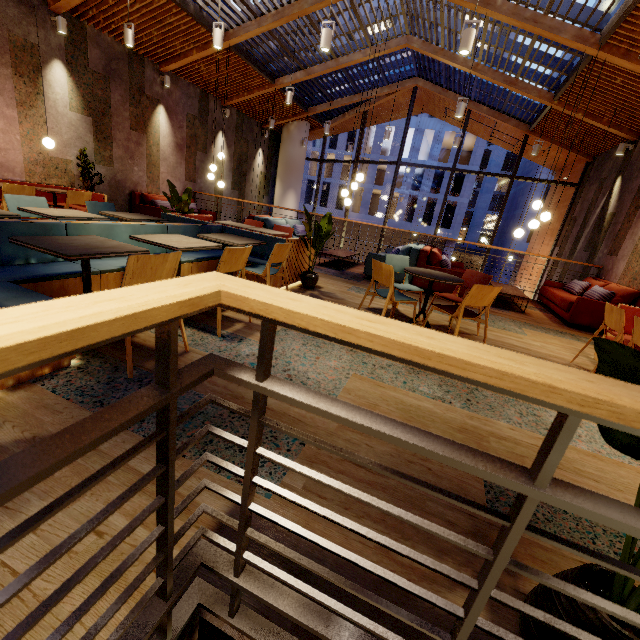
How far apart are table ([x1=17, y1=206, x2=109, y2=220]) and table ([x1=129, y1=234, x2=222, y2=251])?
1.1 meters

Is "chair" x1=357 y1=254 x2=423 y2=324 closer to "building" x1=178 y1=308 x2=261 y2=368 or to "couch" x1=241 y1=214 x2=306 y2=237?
"building" x1=178 y1=308 x2=261 y2=368

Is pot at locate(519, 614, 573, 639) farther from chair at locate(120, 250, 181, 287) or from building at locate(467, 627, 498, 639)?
chair at locate(120, 250, 181, 287)

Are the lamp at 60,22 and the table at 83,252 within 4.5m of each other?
no

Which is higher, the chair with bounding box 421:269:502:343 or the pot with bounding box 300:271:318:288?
the chair with bounding box 421:269:502:343

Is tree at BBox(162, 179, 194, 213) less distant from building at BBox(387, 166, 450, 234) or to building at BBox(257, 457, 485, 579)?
building at BBox(257, 457, 485, 579)

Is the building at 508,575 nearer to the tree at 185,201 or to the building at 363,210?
the tree at 185,201

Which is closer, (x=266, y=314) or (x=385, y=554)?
(x=266, y=314)
